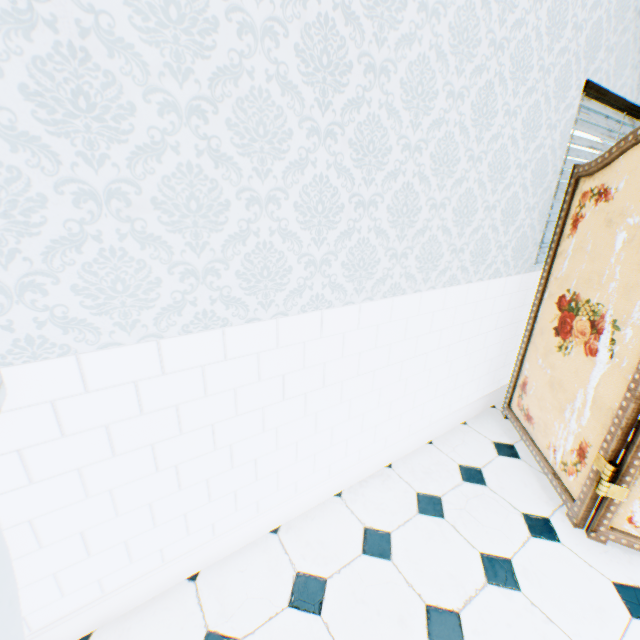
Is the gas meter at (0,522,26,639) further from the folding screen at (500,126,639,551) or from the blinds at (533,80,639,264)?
the blinds at (533,80,639,264)

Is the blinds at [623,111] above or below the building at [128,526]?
above

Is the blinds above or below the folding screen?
above

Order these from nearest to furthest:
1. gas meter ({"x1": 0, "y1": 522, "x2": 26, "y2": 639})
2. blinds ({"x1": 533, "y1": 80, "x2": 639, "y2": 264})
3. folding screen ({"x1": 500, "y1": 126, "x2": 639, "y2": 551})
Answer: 1. gas meter ({"x1": 0, "y1": 522, "x2": 26, "y2": 639})
2. folding screen ({"x1": 500, "y1": 126, "x2": 639, "y2": 551})
3. blinds ({"x1": 533, "y1": 80, "x2": 639, "y2": 264})

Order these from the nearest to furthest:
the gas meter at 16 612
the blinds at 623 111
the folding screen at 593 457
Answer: the gas meter at 16 612 < the folding screen at 593 457 < the blinds at 623 111

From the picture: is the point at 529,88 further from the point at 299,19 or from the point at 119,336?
the point at 119,336

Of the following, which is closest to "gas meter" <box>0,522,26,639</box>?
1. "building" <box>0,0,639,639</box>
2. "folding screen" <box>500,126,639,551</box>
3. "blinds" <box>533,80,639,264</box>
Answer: "building" <box>0,0,639,639</box>

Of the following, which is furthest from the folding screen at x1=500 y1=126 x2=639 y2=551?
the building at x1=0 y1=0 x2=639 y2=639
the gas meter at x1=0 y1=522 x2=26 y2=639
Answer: the gas meter at x1=0 y1=522 x2=26 y2=639
